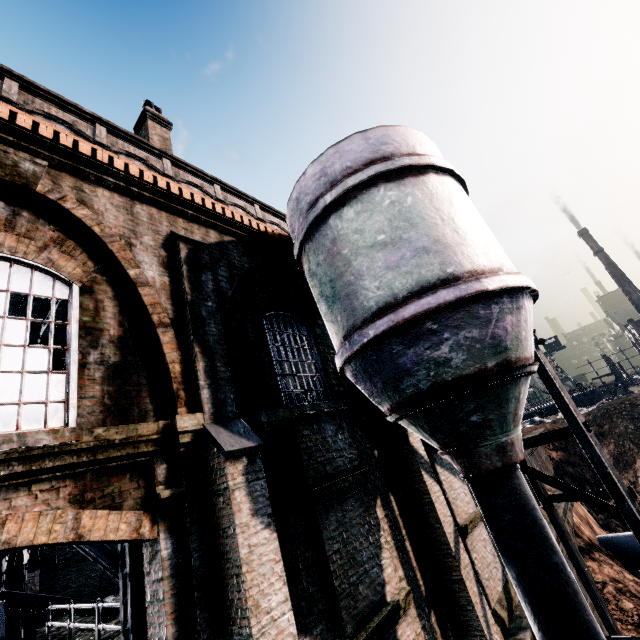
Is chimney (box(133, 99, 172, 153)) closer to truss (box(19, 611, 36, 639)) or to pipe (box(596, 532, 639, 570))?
truss (box(19, 611, 36, 639))

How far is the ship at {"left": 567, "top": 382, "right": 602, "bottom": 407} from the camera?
50.09m

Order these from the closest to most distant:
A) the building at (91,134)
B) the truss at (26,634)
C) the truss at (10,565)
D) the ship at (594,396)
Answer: the building at (91,134)
the truss at (26,634)
the truss at (10,565)
the ship at (594,396)

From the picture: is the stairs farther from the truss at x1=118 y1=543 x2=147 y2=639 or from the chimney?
the chimney

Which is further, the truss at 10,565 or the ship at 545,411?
the ship at 545,411

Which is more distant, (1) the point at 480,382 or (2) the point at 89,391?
(1) the point at 480,382

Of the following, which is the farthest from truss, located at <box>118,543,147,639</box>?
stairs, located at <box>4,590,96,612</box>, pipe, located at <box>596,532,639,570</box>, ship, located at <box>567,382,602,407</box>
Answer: ship, located at <box>567,382,602,407</box>

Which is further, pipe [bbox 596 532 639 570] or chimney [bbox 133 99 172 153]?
chimney [bbox 133 99 172 153]
